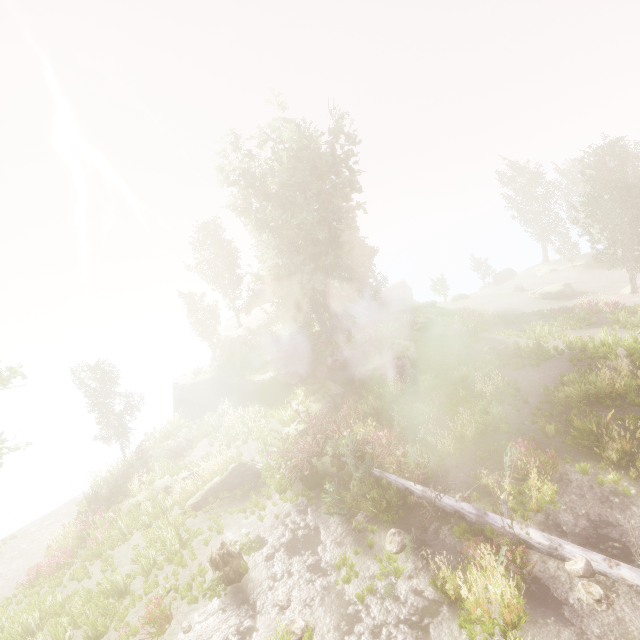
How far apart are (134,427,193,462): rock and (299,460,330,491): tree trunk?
10.4m

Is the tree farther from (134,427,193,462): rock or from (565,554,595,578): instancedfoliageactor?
(134,427,193,462): rock

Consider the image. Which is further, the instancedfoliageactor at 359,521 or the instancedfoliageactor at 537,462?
the instancedfoliageactor at 359,521

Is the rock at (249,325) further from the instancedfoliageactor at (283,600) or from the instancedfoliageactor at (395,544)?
the instancedfoliageactor at (395,544)

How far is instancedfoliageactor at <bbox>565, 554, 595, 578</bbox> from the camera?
8.0 meters

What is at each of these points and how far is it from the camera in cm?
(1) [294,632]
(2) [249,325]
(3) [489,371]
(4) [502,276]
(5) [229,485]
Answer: (1) instancedfoliageactor, 863
(2) rock, 3706
(3) instancedfoliageactor, 1800
(4) rock, 5225
(5) rock, 1554

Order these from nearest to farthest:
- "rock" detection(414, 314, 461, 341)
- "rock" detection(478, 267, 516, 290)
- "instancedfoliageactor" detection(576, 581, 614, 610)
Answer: "instancedfoliageactor" detection(576, 581, 614, 610) < "rock" detection(414, 314, 461, 341) < "rock" detection(478, 267, 516, 290)

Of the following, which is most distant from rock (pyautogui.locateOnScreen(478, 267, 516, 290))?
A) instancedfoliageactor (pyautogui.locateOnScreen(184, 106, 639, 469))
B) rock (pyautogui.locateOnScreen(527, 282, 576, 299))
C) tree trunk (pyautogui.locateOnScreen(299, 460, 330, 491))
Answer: tree trunk (pyautogui.locateOnScreen(299, 460, 330, 491))
